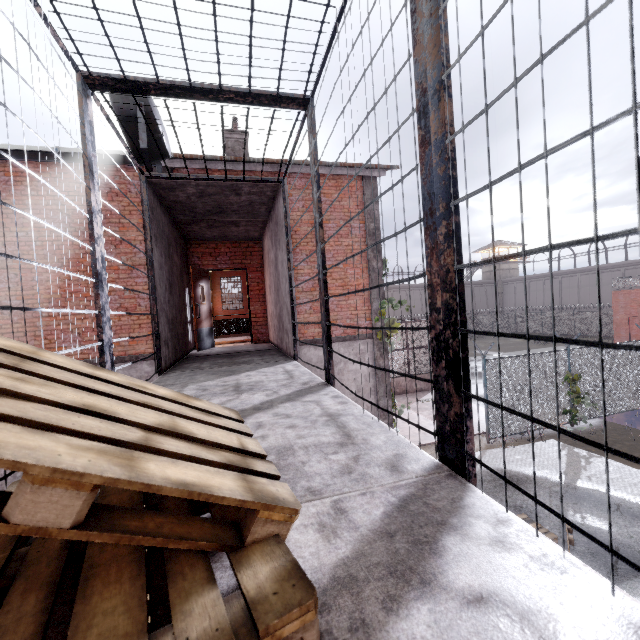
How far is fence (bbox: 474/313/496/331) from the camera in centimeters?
4319cm

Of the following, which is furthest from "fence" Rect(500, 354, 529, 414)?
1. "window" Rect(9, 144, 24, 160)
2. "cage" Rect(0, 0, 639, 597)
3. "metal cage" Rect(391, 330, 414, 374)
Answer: "window" Rect(9, 144, 24, 160)

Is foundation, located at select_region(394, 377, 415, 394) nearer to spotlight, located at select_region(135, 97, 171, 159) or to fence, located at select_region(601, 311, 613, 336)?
fence, located at select_region(601, 311, 613, 336)

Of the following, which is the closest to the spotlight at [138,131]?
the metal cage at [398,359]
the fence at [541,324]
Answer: the fence at [541,324]

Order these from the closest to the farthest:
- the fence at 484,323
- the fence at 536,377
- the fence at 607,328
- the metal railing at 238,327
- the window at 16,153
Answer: the window at 16,153, the fence at 536,377, the metal railing at 238,327, the fence at 607,328, the fence at 484,323

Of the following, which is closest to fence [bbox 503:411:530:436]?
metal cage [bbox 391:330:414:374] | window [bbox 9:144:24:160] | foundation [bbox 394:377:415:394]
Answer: metal cage [bbox 391:330:414:374]

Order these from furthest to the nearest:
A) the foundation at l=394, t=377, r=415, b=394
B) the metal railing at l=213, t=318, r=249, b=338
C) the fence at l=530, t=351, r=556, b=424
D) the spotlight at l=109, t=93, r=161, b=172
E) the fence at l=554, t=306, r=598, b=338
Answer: the fence at l=554, t=306, r=598, b=338, the foundation at l=394, t=377, r=415, b=394, the metal railing at l=213, t=318, r=249, b=338, the fence at l=530, t=351, r=556, b=424, the spotlight at l=109, t=93, r=161, b=172

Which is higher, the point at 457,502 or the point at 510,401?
the point at 457,502
